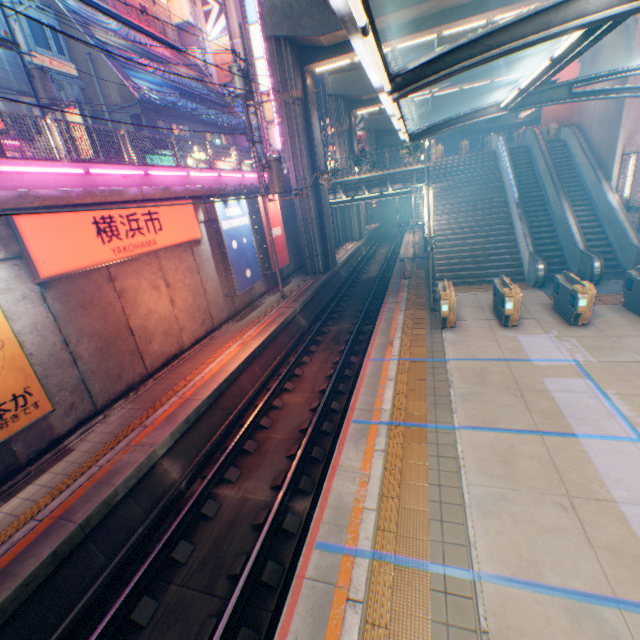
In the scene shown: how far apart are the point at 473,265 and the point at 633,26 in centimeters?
1176cm

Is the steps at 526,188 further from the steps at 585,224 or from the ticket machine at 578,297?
the ticket machine at 578,297

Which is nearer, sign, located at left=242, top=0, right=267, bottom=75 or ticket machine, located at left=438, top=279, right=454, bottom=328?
ticket machine, located at left=438, top=279, right=454, bottom=328

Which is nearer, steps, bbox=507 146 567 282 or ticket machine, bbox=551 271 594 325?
ticket machine, bbox=551 271 594 325

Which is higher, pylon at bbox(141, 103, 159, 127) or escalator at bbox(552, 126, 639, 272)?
pylon at bbox(141, 103, 159, 127)

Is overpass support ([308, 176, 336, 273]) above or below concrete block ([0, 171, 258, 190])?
below

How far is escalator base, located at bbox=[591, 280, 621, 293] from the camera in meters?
12.5

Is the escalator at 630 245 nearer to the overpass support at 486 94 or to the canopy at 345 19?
the canopy at 345 19
